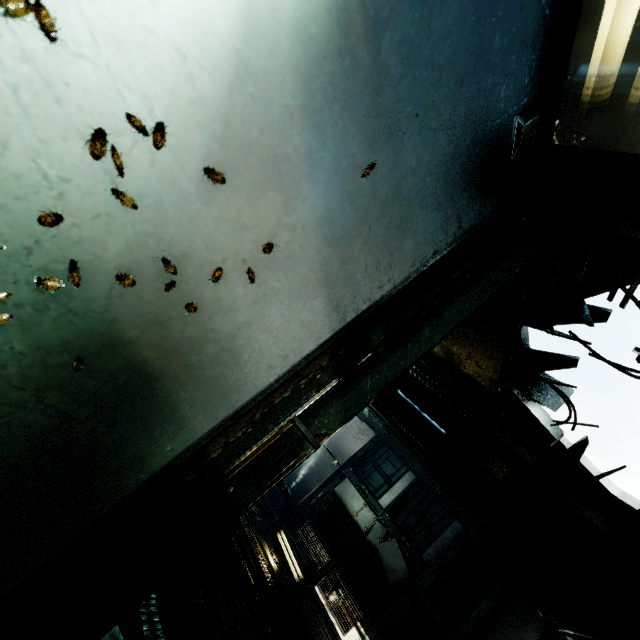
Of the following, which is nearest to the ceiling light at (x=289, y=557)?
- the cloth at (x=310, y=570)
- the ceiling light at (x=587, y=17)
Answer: the cloth at (x=310, y=570)

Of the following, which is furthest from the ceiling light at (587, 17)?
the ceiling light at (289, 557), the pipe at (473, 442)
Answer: the ceiling light at (289, 557)

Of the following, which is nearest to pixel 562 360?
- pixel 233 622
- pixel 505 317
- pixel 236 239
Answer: pixel 505 317

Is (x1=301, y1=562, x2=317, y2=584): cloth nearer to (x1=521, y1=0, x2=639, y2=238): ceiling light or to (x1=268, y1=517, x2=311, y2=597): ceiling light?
(x1=268, y1=517, x2=311, y2=597): ceiling light

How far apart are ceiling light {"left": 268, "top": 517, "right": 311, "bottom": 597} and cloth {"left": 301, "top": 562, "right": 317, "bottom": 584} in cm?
26

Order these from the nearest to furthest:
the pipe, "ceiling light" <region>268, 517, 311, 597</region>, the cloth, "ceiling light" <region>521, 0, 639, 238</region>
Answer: "ceiling light" <region>521, 0, 639, 238</region> → the pipe → "ceiling light" <region>268, 517, 311, 597</region> → the cloth

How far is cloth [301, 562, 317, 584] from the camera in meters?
8.4

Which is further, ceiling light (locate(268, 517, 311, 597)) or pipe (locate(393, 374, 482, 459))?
ceiling light (locate(268, 517, 311, 597))
